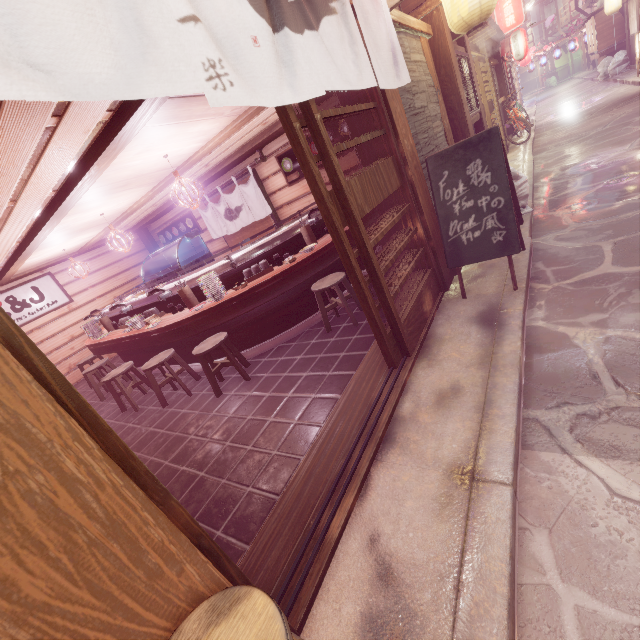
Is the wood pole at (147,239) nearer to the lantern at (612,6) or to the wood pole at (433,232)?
the wood pole at (433,232)

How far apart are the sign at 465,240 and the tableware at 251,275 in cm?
403

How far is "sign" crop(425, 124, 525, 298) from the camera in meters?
5.6 m

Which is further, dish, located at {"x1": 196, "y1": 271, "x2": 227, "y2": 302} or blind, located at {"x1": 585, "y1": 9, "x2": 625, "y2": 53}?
blind, located at {"x1": 585, "y1": 9, "x2": 625, "y2": 53}

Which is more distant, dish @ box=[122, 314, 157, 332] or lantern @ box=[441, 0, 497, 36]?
dish @ box=[122, 314, 157, 332]

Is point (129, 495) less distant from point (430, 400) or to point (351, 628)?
point (351, 628)

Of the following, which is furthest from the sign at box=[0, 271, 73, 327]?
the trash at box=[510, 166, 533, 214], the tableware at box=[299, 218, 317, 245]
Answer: the trash at box=[510, 166, 533, 214]

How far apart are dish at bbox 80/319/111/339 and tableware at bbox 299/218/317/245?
8.49m
